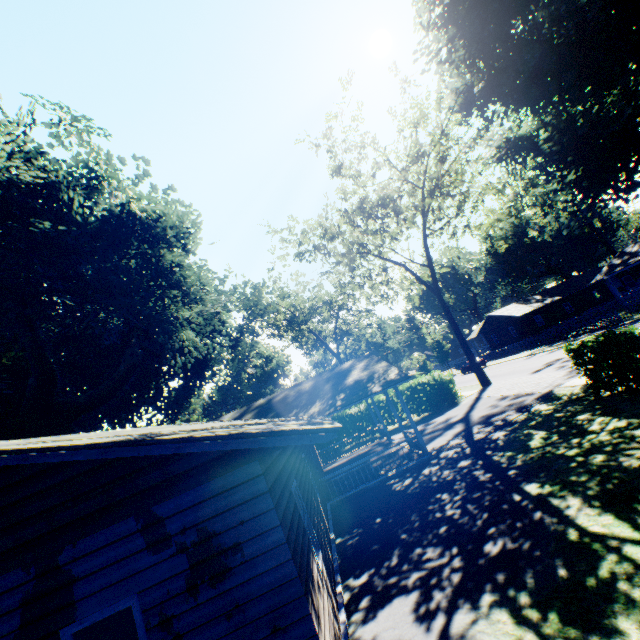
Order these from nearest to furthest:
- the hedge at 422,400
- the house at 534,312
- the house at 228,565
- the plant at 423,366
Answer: the house at 228,565
the hedge at 422,400
the house at 534,312
the plant at 423,366

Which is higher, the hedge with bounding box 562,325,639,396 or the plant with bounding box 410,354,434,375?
the plant with bounding box 410,354,434,375

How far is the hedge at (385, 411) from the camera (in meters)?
26.25

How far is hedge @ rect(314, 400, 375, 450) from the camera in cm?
2672

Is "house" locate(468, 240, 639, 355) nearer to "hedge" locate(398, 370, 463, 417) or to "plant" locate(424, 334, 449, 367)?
"plant" locate(424, 334, 449, 367)

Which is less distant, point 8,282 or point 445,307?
point 8,282

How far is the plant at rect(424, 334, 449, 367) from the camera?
57.4 meters
